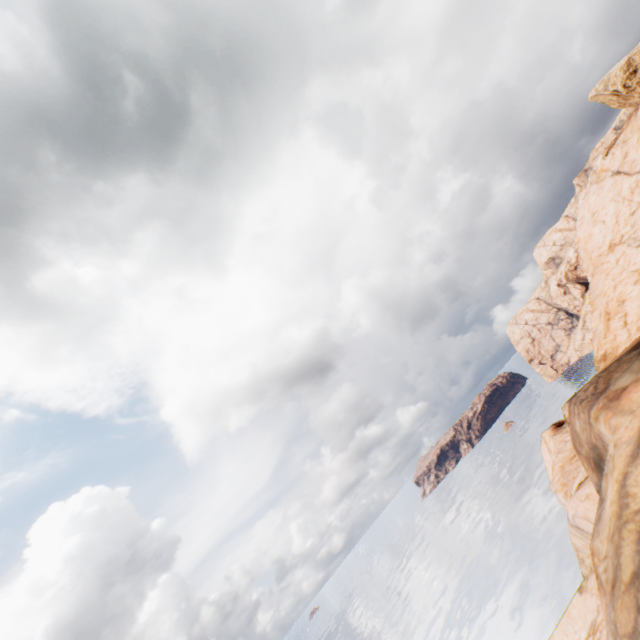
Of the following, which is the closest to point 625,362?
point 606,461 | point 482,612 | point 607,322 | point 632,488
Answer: point 606,461
